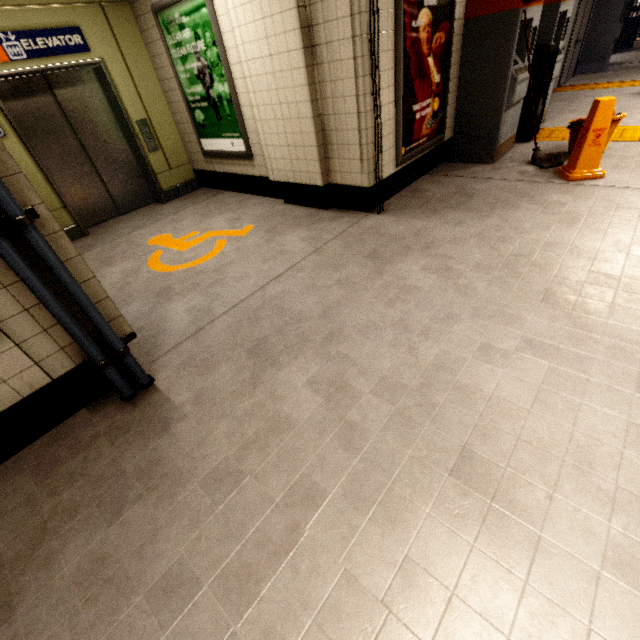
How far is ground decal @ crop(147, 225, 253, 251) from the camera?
4.0m

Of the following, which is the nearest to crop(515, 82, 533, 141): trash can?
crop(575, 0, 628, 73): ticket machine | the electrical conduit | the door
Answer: the door

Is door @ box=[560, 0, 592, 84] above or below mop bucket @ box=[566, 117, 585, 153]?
above

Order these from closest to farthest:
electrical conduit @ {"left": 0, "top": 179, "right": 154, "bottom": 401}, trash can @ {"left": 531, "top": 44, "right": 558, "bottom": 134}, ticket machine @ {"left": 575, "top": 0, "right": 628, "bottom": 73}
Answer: electrical conduit @ {"left": 0, "top": 179, "right": 154, "bottom": 401}
trash can @ {"left": 531, "top": 44, "right": 558, "bottom": 134}
ticket machine @ {"left": 575, "top": 0, "right": 628, "bottom": 73}

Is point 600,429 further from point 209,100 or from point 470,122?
point 209,100

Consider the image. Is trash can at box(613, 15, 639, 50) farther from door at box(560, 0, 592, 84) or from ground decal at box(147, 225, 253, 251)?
ground decal at box(147, 225, 253, 251)

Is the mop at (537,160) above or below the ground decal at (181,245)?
above

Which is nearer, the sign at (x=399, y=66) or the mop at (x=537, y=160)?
the sign at (x=399, y=66)
